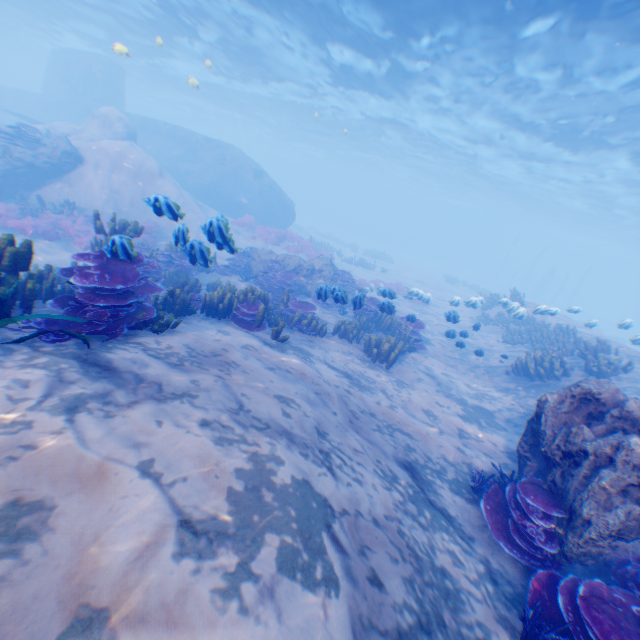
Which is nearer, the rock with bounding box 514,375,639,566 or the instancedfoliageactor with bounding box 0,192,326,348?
the rock with bounding box 514,375,639,566

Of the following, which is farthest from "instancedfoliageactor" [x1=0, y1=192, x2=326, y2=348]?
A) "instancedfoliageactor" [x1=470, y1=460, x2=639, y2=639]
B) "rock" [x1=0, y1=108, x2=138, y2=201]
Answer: "instancedfoliageactor" [x1=470, y1=460, x2=639, y2=639]

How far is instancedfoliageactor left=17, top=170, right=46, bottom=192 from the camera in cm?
1470

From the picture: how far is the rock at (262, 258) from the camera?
14.91m

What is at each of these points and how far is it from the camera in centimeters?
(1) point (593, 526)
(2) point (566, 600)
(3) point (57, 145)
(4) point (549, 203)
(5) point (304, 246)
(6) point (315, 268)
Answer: (1) rock, 419cm
(2) instancedfoliageactor, 386cm
(3) rock, 1521cm
(4) light, 4212cm
(5) instancedfoliageactor, 2161cm
(6) rock, 1503cm

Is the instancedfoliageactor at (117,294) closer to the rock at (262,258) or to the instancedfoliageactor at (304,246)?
the rock at (262,258)

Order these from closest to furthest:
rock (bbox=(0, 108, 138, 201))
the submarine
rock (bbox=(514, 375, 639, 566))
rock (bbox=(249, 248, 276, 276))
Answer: rock (bbox=(514, 375, 639, 566)) → rock (bbox=(0, 108, 138, 201)) → rock (bbox=(249, 248, 276, 276)) → the submarine

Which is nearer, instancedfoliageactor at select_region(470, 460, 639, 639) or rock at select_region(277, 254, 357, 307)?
instancedfoliageactor at select_region(470, 460, 639, 639)
